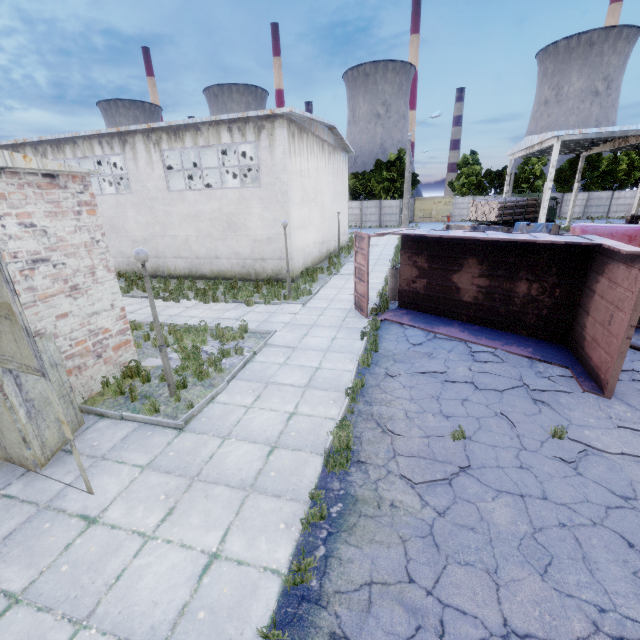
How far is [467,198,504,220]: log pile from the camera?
28.0m

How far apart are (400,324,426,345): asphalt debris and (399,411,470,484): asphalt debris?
3.3 meters

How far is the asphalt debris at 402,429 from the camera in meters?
5.6 m

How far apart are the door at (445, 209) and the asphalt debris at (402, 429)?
51.8m

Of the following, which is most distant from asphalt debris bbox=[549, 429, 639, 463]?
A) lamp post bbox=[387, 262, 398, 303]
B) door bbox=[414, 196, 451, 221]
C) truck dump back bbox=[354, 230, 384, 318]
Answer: door bbox=[414, 196, 451, 221]

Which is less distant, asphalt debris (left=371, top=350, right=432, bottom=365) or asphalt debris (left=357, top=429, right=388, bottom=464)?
asphalt debris (left=357, top=429, right=388, bottom=464)

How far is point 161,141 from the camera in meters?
16.7

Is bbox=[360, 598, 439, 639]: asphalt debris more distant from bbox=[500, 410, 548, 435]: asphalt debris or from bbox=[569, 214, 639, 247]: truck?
bbox=[569, 214, 639, 247]: truck
